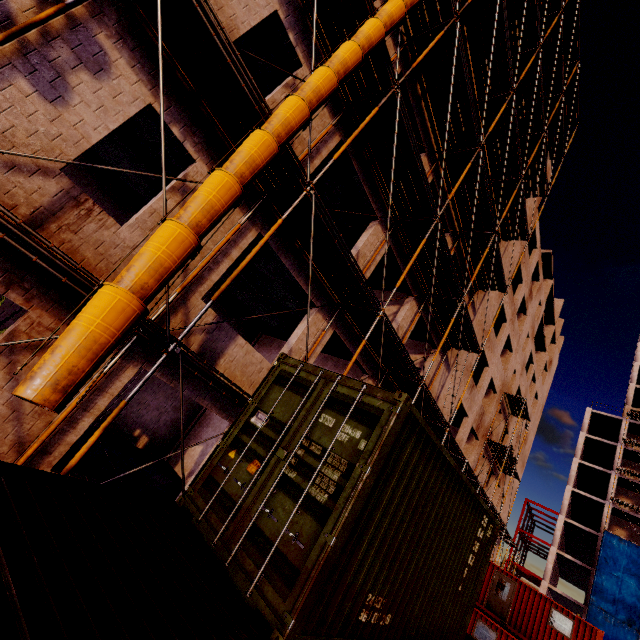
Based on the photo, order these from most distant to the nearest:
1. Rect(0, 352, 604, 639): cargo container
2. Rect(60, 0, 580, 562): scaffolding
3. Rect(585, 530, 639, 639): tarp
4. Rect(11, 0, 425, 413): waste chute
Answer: Rect(585, 530, 639, 639): tarp
Rect(60, 0, 580, 562): scaffolding
Rect(11, 0, 425, 413): waste chute
Rect(0, 352, 604, 639): cargo container

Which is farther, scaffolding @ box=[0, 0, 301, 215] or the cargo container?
scaffolding @ box=[0, 0, 301, 215]

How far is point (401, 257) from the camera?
12.41m

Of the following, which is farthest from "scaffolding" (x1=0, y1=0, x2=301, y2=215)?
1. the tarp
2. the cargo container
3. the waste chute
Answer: the tarp

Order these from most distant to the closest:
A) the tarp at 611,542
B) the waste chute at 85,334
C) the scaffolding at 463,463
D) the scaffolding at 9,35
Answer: the tarp at 611,542
the scaffolding at 463,463
the scaffolding at 9,35
the waste chute at 85,334

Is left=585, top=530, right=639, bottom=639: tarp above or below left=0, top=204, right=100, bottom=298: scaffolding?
above

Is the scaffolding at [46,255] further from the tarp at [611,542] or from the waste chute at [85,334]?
the tarp at [611,542]

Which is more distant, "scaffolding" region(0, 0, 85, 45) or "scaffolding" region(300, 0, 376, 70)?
"scaffolding" region(300, 0, 376, 70)
